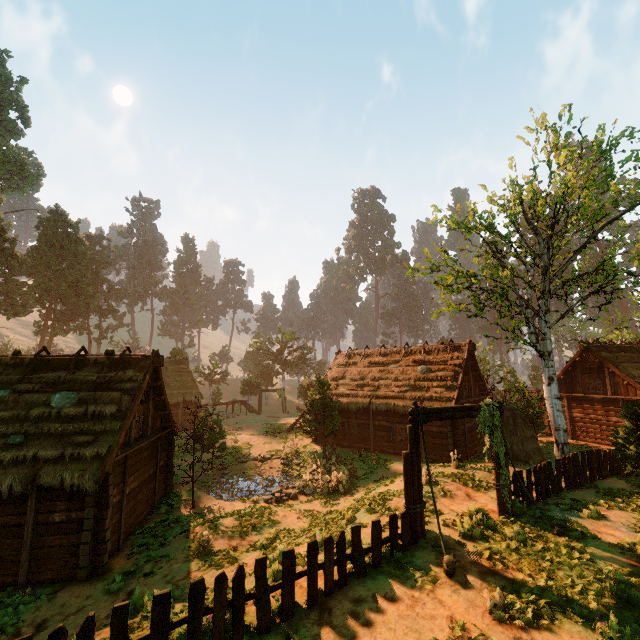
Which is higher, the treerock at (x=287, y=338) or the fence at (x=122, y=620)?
the treerock at (x=287, y=338)

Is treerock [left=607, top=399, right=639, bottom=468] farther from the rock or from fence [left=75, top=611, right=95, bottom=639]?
fence [left=75, top=611, right=95, bottom=639]

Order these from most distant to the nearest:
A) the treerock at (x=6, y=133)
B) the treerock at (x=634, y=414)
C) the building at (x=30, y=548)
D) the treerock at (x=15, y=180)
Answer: the treerock at (x=6, y=133), the treerock at (x=15, y=180), the treerock at (x=634, y=414), the building at (x=30, y=548)

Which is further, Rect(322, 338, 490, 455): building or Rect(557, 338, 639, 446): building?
Rect(557, 338, 639, 446): building

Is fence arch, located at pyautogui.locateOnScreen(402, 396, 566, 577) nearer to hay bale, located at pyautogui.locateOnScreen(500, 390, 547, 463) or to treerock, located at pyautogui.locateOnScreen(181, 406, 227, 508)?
treerock, located at pyautogui.locateOnScreen(181, 406, 227, 508)

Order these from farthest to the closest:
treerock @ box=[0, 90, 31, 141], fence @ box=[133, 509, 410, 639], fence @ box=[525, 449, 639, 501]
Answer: treerock @ box=[0, 90, 31, 141] → fence @ box=[525, 449, 639, 501] → fence @ box=[133, 509, 410, 639]

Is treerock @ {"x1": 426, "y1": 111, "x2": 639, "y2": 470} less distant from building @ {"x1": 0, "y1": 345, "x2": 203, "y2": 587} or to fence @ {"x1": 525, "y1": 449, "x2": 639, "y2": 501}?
building @ {"x1": 0, "y1": 345, "x2": 203, "y2": 587}

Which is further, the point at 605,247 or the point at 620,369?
the point at 620,369
